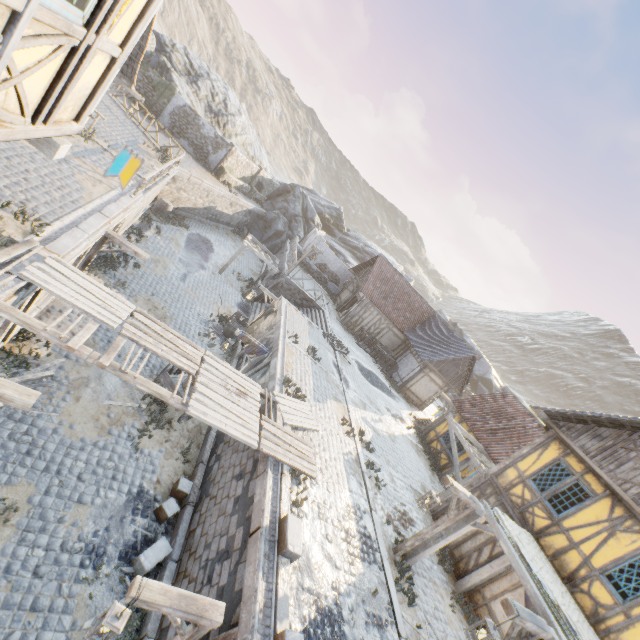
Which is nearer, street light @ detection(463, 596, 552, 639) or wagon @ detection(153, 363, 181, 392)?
street light @ detection(463, 596, 552, 639)

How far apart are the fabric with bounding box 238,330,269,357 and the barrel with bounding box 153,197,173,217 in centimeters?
1441cm

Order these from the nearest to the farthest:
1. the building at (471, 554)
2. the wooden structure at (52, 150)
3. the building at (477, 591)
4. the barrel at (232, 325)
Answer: the wooden structure at (52, 150) → the building at (477, 591) → the building at (471, 554) → the barrel at (232, 325)

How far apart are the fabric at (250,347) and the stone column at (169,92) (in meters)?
24.39

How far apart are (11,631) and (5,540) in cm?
153

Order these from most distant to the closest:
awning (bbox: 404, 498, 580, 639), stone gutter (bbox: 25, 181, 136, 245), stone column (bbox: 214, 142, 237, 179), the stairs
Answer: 1. stone column (bbox: 214, 142, 237, 179)
2. the stairs
3. stone gutter (bbox: 25, 181, 136, 245)
4. awning (bbox: 404, 498, 580, 639)

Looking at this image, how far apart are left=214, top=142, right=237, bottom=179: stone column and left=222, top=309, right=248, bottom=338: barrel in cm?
1763

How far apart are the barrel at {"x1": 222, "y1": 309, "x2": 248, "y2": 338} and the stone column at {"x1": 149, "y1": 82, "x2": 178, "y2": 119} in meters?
20.7 m
